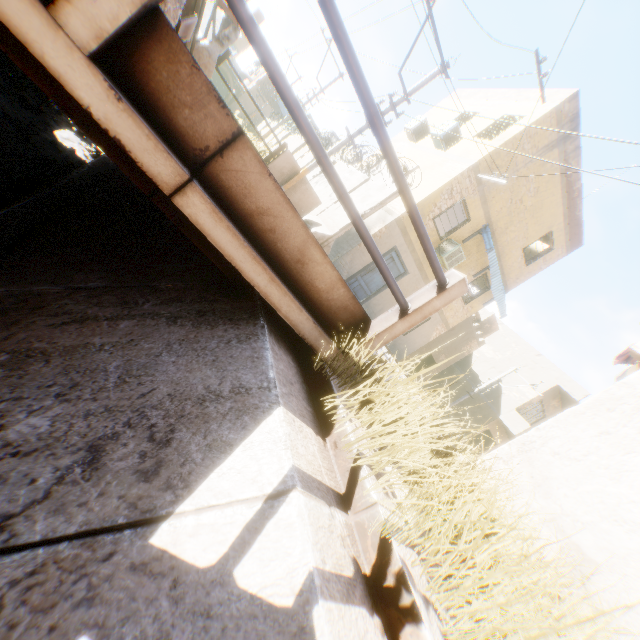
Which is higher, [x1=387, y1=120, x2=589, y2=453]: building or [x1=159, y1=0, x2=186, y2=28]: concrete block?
[x1=387, y1=120, x2=589, y2=453]: building

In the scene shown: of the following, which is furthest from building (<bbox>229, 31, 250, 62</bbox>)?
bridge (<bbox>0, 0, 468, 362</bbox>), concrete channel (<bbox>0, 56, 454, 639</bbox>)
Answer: bridge (<bbox>0, 0, 468, 362</bbox>)

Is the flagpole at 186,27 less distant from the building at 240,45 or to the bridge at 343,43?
the bridge at 343,43

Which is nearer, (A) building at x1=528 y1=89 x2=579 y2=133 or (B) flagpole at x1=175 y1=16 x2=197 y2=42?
(B) flagpole at x1=175 y1=16 x2=197 y2=42

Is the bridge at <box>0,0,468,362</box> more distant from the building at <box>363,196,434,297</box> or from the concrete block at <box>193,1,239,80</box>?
the building at <box>363,196,434,297</box>

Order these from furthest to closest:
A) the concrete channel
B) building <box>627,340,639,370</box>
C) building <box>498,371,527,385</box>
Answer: building <box>498,371,527,385</box> < building <box>627,340,639,370</box> < the concrete channel

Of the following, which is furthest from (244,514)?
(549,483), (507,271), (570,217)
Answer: (570,217)

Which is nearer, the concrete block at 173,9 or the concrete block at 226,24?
the concrete block at 173,9
